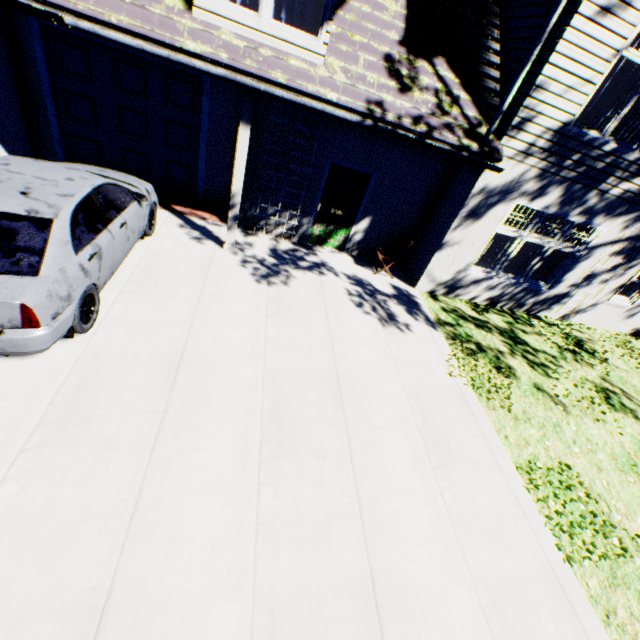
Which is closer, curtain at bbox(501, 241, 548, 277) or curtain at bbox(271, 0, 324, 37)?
curtain at bbox(271, 0, 324, 37)

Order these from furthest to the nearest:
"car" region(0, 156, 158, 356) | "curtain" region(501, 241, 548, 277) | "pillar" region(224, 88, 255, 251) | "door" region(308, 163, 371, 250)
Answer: "curtain" region(501, 241, 548, 277) → "door" region(308, 163, 371, 250) → "pillar" region(224, 88, 255, 251) → "car" region(0, 156, 158, 356)

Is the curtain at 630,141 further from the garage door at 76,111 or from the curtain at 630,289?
the garage door at 76,111

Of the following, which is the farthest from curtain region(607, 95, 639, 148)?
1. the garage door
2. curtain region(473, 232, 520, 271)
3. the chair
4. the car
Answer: the car

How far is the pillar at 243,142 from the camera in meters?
5.6 m

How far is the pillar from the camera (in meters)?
5.62

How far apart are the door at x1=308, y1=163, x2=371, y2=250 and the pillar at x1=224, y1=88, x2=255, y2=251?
2.1 meters

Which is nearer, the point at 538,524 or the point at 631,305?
the point at 538,524
